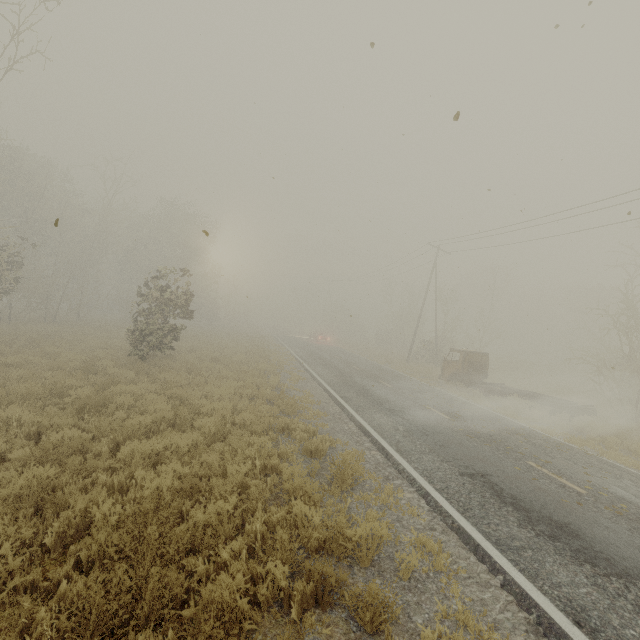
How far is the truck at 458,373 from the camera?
15.6m

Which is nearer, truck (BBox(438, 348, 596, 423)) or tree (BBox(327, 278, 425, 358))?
truck (BBox(438, 348, 596, 423))

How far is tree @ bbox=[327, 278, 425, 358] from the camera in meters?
41.8

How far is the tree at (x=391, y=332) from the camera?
41.79m

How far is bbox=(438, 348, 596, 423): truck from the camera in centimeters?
1562cm

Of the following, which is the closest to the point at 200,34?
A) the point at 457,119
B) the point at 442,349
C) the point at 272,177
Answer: the point at 272,177
